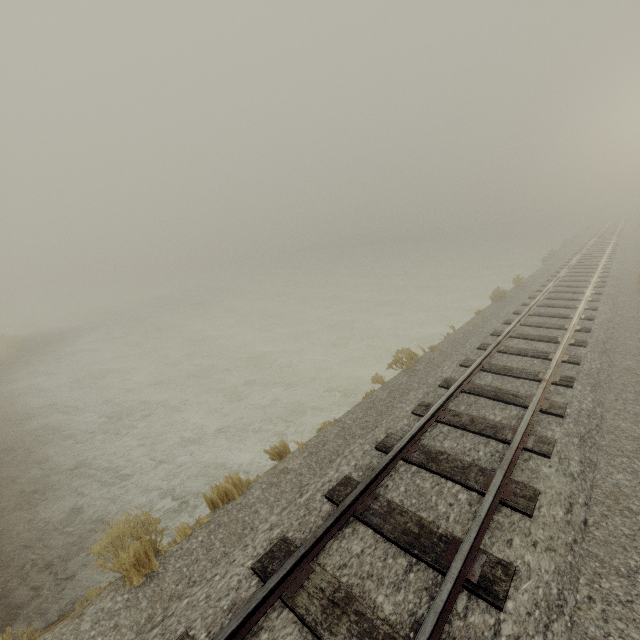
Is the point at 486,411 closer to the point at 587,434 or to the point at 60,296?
the point at 587,434
